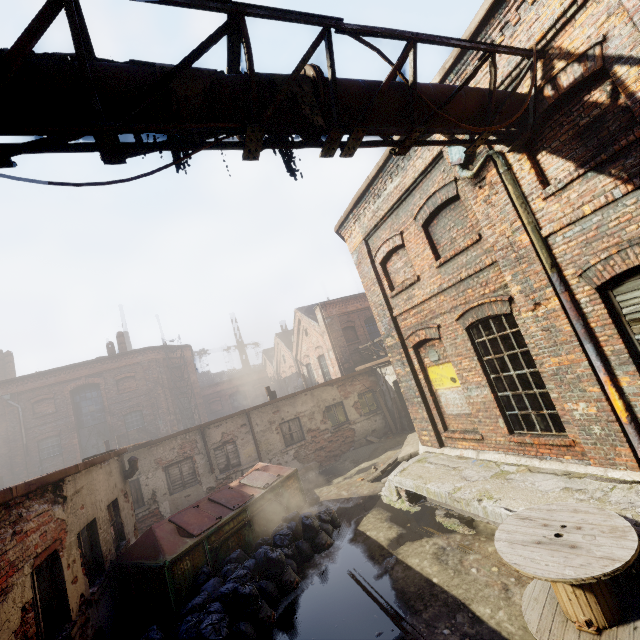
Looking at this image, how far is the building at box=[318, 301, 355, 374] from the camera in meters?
19.4 m

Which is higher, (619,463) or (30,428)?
(30,428)

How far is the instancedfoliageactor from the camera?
3.6m

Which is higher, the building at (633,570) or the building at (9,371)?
the building at (9,371)

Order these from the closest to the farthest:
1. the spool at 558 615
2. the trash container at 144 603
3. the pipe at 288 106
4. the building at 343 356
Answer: the pipe at 288 106, the spool at 558 615, the trash container at 144 603, the building at 343 356

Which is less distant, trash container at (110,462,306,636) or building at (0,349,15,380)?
trash container at (110,462,306,636)

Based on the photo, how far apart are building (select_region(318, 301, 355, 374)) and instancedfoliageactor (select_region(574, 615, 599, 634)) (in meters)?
15.46

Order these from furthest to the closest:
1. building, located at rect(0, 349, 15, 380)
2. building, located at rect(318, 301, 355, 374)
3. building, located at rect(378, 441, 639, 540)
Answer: building, located at rect(0, 349, 15, 380), building, located at rect(318, 301, 355, 374), building, located at rect(378, 441, 639, 540)
